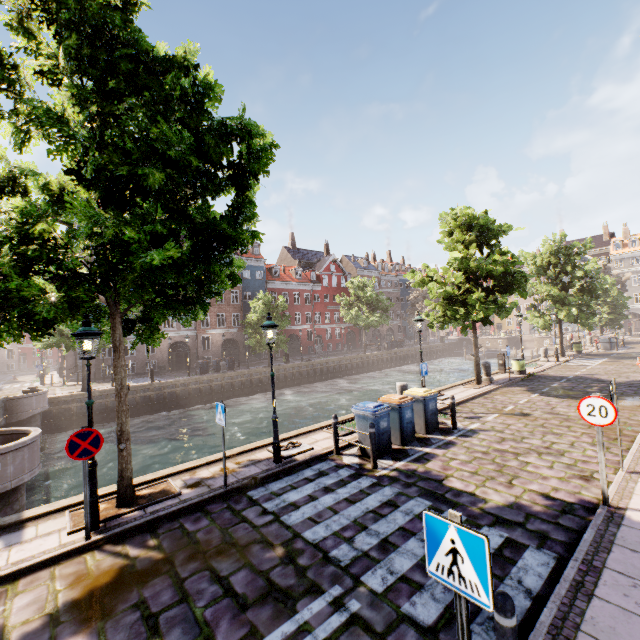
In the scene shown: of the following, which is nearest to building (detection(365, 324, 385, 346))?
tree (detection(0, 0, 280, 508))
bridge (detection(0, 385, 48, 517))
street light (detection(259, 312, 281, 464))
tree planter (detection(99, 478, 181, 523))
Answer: tree (detection(0, 0, 280, 508))

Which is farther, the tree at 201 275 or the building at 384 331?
the building at 384 331

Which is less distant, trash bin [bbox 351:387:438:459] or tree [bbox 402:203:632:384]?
trash bin [bbox 351:387:438:459]

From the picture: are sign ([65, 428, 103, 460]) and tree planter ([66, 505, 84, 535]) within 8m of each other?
yes

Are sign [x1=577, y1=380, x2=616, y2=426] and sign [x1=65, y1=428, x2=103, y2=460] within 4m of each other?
no

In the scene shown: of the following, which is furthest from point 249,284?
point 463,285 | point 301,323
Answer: point 463,285

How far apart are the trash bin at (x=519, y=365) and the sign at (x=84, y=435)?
20.9m

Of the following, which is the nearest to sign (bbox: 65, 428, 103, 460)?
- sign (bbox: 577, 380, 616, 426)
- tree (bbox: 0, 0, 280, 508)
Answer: tree (bbox: 0, 0, 280, 508)
